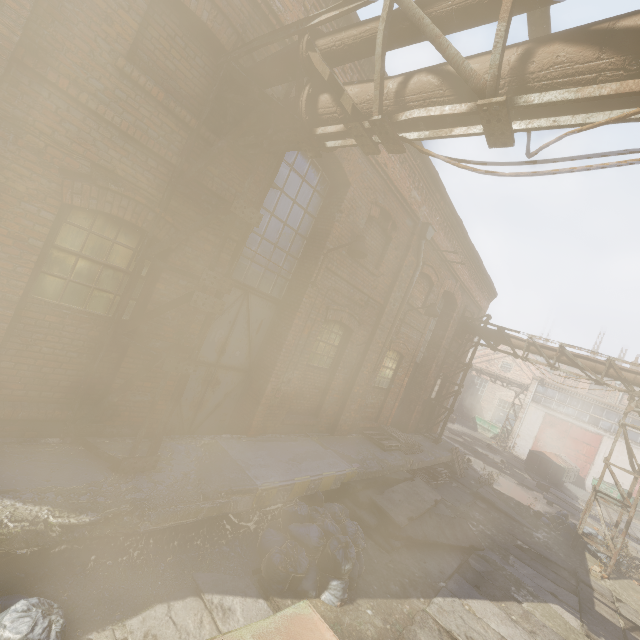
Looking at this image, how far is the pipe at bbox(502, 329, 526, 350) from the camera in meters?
12.6

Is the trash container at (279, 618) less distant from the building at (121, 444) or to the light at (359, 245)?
the building at (121, 444)

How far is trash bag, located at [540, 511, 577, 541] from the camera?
10.9 meters

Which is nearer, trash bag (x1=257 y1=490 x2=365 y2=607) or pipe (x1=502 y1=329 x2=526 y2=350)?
trash bag (x1=257 y1=490 x2=365 y2=607)

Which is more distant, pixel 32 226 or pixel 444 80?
pixel 32 226

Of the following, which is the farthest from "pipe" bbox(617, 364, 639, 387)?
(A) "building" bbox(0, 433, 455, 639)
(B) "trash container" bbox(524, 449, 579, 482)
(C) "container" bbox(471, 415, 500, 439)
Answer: (C) "container" bbox(471, 415, 500, 439)

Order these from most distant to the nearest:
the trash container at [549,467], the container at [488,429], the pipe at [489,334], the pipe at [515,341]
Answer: the container at [488,429], the trash container at [549,467], the pipe at [489,334], the pipe at [515,341]

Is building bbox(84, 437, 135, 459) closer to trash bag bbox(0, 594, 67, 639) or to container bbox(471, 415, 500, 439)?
trash bag bbox(0, 594, 67, 639)
